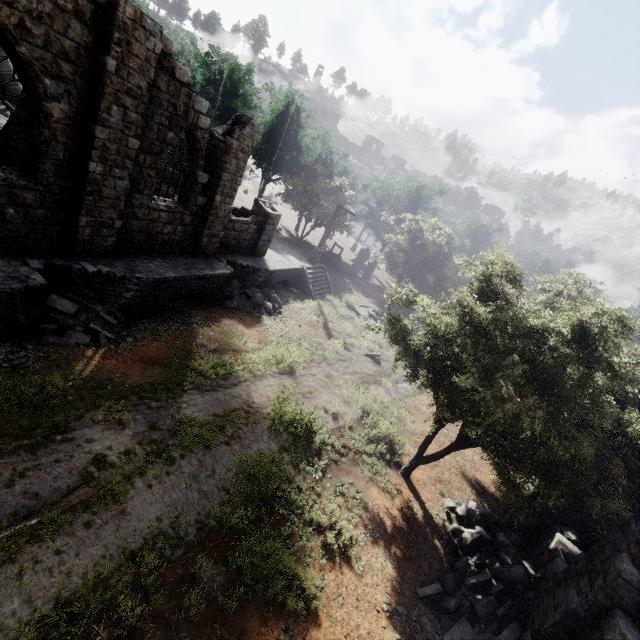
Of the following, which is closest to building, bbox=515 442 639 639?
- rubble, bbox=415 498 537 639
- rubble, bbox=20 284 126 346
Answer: rubble, bbox=415 498 537 639

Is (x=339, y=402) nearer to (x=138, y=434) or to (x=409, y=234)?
(x=138, y=434)

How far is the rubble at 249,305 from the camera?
15.9m

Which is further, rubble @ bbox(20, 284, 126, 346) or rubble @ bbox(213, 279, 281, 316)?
rubble @ bbox(213, 279, 281, 316)

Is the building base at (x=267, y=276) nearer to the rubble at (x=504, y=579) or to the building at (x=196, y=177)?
the building at (x=196, y=177)

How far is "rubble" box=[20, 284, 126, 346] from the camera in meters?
8.8 m

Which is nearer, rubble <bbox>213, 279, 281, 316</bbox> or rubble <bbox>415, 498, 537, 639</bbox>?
rubble <bbox>415, 498, 537, 639</bbox>

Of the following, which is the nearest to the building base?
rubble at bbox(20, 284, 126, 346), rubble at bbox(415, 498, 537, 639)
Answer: rubble at bbox(20, 284, 126, 346)
